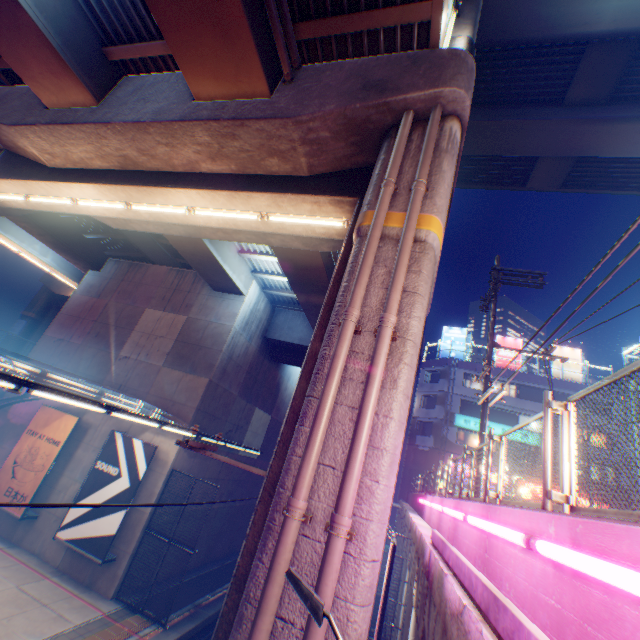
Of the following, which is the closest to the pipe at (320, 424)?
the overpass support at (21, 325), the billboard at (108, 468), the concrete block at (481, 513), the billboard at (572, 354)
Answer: the concrete block at (481, 513)

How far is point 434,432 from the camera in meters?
33.4 m

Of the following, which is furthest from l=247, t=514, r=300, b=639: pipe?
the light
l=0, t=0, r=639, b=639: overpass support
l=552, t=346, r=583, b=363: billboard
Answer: l=552, t=346, r=583, b=363: billboard

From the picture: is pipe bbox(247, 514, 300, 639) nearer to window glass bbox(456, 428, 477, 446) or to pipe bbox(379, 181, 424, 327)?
pipe bbox(379, 181, 424, 327)

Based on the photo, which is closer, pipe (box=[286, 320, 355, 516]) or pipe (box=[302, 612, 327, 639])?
pipe (box=[302, 612, 327, 639])

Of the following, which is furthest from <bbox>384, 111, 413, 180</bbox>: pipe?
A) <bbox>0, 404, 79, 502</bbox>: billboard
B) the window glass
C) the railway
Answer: the window glass

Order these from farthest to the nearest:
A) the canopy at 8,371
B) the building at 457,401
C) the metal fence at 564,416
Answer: the building at 457,401 < the canopy at 8,371 < the metal fence at 564,416

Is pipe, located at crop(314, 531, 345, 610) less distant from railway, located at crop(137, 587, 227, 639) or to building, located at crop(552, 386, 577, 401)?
railway, located at crop(137, 587, 227, 639)
